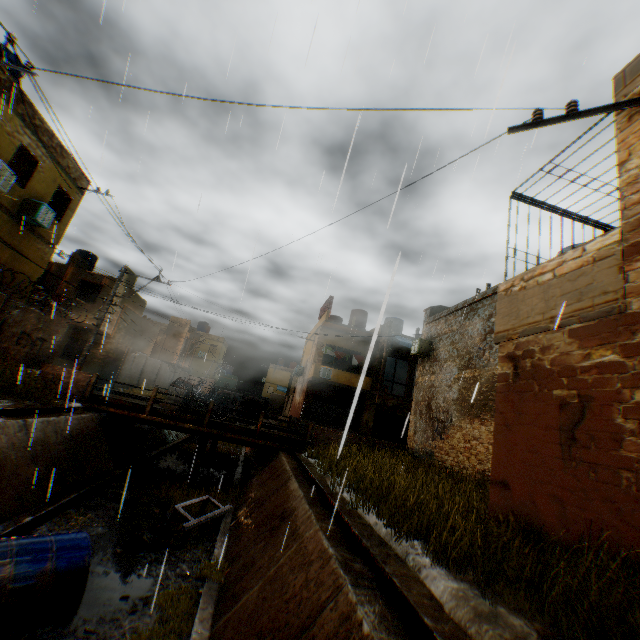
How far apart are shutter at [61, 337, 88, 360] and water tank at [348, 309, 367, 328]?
20.3 meters

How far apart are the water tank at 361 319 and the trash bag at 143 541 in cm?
2211

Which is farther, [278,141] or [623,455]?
[278,141]

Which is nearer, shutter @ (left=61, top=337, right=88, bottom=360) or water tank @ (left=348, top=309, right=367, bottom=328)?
Answer: shutter @ (left=61, top=337, right=88, bottom=360)

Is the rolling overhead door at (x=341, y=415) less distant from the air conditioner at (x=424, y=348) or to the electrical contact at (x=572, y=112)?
the air conditioner at (x=424, y=348)

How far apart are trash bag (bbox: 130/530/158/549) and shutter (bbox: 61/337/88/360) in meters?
18.5

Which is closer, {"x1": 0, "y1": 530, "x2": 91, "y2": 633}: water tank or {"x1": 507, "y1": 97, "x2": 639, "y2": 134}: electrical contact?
{"x1": 507, "y1": 97, "x2": 639, "y2": 134}: electrical contact

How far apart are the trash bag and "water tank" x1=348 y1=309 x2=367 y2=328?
22.11m
